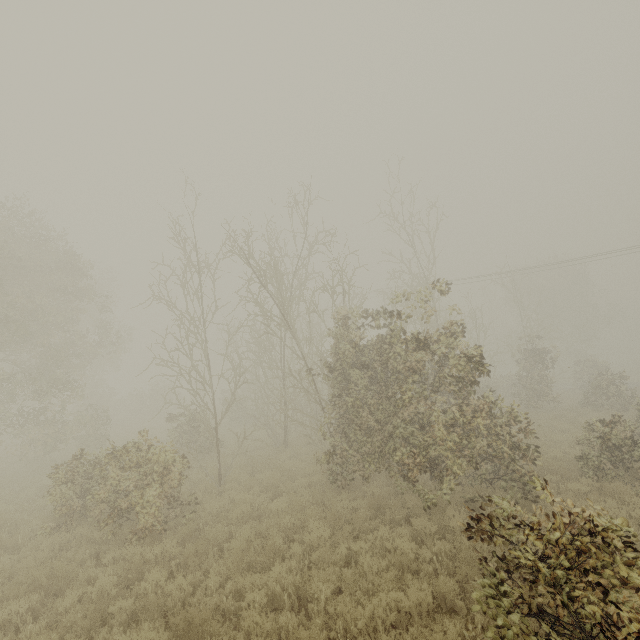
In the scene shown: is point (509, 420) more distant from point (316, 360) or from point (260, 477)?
point (316, 360)
